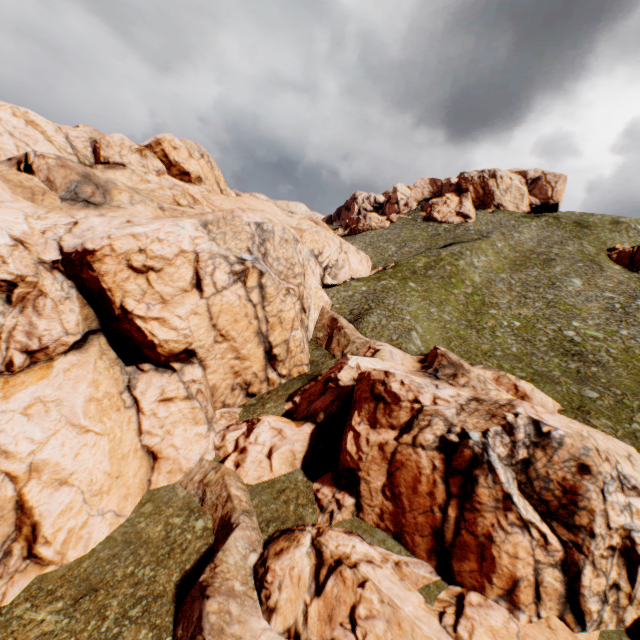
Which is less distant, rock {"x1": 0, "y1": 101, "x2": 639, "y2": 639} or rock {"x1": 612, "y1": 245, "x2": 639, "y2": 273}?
rock {"x1": 0, "y1": 101, "x2": 639, "y2": 639}

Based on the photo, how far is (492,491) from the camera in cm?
1491

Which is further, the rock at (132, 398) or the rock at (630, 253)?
the rock at (630, 253)

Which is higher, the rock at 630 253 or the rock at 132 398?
the rock at 630 253

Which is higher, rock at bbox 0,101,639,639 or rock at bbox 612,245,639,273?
rock at bbox 612,245,639,273
